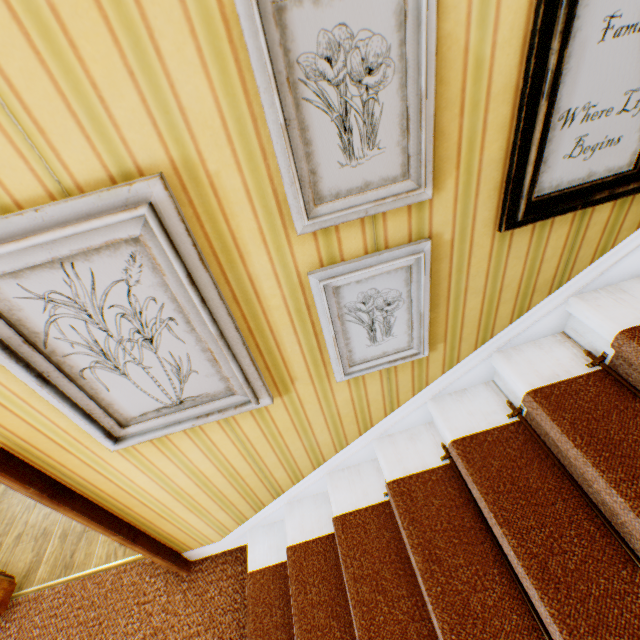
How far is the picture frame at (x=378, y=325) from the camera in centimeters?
112cm

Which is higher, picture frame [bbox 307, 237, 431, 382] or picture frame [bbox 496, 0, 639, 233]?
picture frame [bbox 496, 0, 639, 233]

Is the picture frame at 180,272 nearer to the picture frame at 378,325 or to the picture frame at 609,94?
the picture frame at 378,325

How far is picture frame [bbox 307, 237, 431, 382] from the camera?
1.1m

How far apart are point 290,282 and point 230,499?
1.6m

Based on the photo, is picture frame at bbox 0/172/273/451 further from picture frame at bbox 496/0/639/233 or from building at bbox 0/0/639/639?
picture frame at bbox 496/0/639/233

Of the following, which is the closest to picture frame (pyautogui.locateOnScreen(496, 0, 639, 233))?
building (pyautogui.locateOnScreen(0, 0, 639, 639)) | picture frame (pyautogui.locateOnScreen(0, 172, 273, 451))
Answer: building (pyautogui.locateOnScreen(0, 0, 639, 639))
